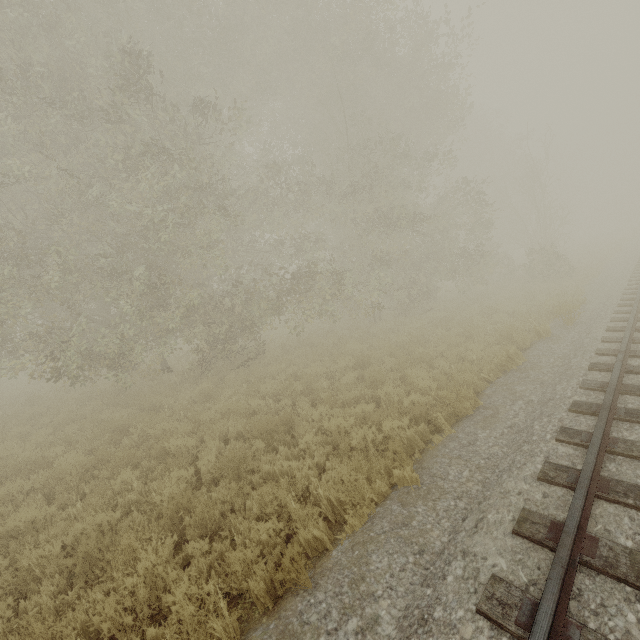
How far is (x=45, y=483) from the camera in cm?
689
